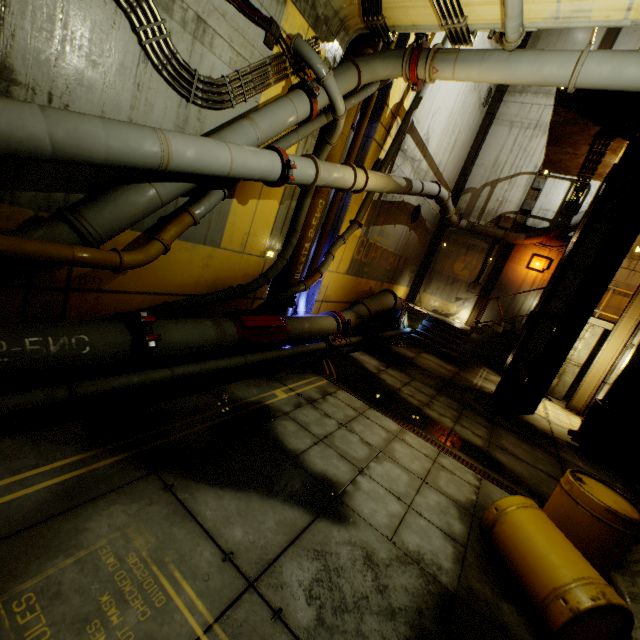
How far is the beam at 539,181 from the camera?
14.89m

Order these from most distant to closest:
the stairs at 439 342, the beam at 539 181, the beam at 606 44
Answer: the beam at 539 181 < the stairs at 439 342 < the beam at 606 44

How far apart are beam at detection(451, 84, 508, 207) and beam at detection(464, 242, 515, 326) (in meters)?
2.84

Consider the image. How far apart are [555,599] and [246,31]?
8.3 meters

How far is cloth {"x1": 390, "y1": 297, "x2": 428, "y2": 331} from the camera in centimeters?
1445cm

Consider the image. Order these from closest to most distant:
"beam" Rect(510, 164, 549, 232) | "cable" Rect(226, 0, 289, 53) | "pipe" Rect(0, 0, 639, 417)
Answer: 1. "pipe" Rect(0, 0, 639, 417)
2. "cable" Rect(226, 0, 289, 53)
3. "beam" Rect(510, 164, 549, 232)

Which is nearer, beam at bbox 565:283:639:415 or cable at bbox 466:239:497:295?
beam at bbox 565:283:639:415

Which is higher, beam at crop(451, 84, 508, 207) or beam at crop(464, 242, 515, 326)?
beam at crop(451, 84, 508, 207)
